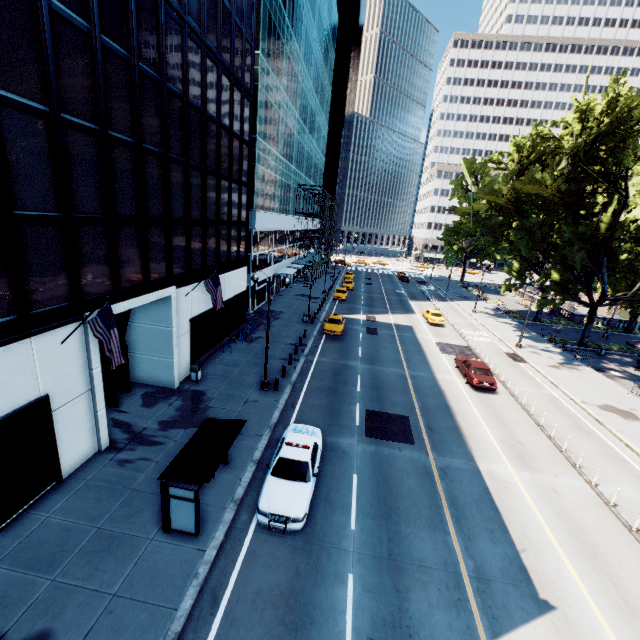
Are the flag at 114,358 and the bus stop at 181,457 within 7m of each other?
yes

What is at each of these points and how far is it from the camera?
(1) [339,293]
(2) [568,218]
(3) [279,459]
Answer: (1) vehicle, 47.03m
(2) tree, 31.00m
(3) vehicle, 13.00m

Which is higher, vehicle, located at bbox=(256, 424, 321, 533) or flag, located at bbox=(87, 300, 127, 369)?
flag, located at bbox=(87, 300, 127, 369)

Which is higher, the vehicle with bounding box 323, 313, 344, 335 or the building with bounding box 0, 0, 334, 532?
the building with bounding box 0, 0, 334, 532

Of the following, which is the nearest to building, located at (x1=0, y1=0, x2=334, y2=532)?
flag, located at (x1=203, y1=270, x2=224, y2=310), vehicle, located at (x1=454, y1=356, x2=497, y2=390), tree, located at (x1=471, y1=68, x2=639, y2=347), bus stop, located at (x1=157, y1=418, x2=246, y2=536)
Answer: flag, located at (x1=203, y1=270, x2=224, y2=310)

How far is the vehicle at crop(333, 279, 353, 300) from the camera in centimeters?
4603cm

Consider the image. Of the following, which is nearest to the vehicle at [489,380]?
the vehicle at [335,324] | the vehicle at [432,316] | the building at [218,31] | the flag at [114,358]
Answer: the vehicle at [335,324]

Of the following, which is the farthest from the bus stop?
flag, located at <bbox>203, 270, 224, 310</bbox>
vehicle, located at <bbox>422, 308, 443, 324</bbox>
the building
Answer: vehicle, located at <bbox>422, 308, 443, 324</bbox>
